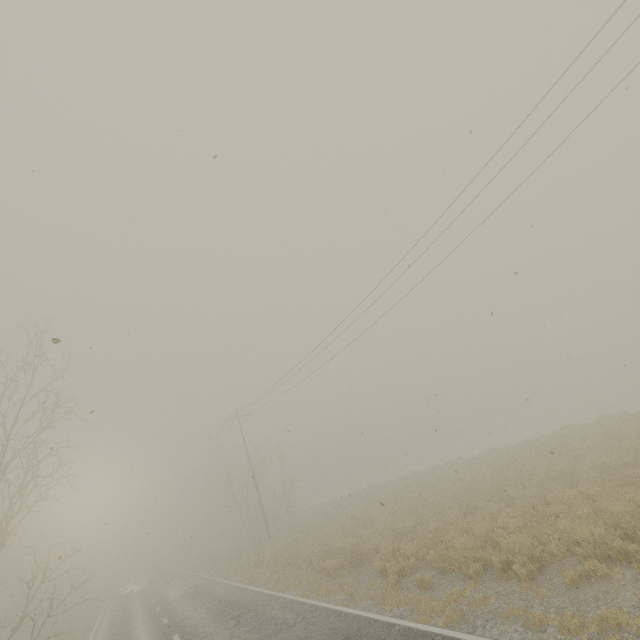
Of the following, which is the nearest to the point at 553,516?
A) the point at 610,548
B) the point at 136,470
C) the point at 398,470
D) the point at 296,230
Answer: the point at 610,548
